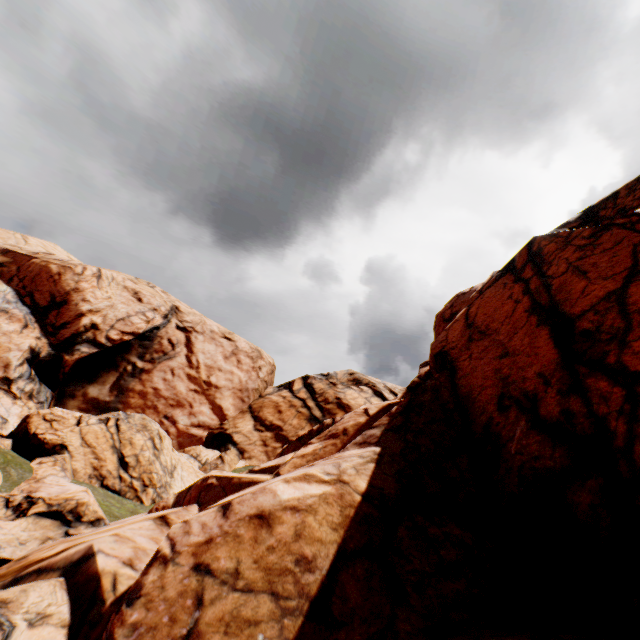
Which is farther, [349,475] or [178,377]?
[178,377]
